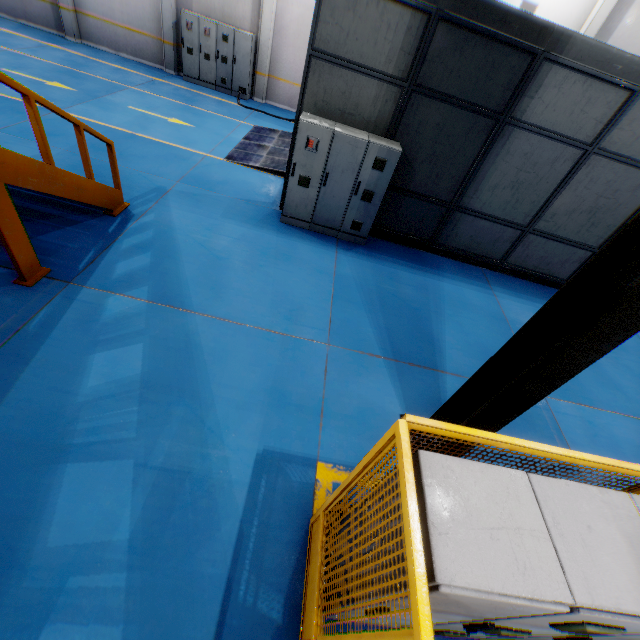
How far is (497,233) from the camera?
8.0m

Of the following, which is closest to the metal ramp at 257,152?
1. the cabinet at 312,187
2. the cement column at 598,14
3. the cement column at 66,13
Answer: the cabinet at 312,187

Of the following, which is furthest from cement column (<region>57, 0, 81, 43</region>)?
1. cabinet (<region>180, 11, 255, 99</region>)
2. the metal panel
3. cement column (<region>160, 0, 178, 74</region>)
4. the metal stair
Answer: Answer: the metal panel

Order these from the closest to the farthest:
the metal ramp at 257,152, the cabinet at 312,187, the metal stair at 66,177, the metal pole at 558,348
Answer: the metal pole at 558,348 < the metal stair at 66,177 < the cabinet at 312,187 < the metal ramp at 257,152

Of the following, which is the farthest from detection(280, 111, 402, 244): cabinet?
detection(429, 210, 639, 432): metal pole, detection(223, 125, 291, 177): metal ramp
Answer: detection(429, 210, 639, 432): metal pole

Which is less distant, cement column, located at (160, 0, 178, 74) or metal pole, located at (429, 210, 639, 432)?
metal pole, located at (429, 210, 639, 432)

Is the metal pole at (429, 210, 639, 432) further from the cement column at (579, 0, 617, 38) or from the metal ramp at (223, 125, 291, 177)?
the cement column at (579, 0, 617, 38)

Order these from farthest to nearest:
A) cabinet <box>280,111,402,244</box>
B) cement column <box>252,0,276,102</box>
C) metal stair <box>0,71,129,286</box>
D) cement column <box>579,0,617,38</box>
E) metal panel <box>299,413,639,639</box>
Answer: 1. cement column <box>252,0,276,102</box>
2. cement column <box>579,0,617,38</box>
3. cabinet <box>280,111,402,244</box>
4. metal stair <box>0,71,129,286</box>
5. metal panel <box>299,413,639,639</box>
